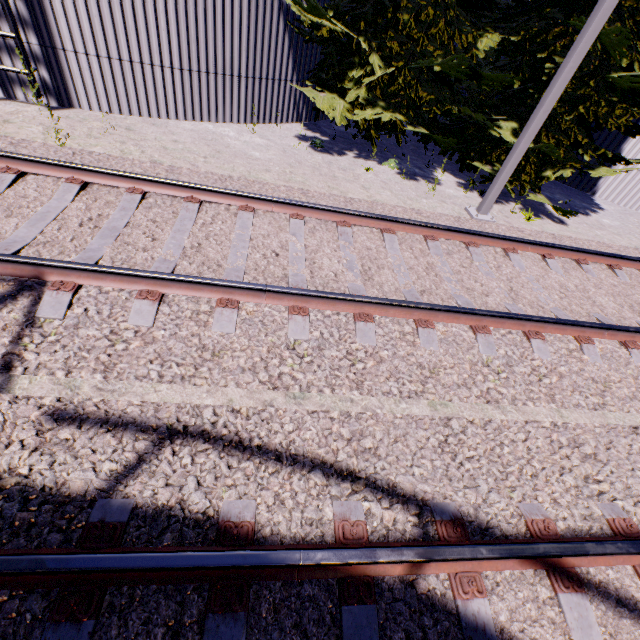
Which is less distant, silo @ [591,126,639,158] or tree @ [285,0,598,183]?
tree @ [285,0,598,183]

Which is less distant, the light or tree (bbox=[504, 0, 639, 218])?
the light

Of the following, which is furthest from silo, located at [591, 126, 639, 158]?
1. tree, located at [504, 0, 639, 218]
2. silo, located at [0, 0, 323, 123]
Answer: silo, located at [0, 0, 323, 123]

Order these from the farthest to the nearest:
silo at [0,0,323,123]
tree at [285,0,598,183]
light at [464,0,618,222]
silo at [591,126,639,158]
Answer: silo at [591,126,639,158], tree at [285,0,598,183], silo at [0,0,323,123], light at [464,0,618,222]

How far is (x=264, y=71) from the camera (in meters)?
7.66

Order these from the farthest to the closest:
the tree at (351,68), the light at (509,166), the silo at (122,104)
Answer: the tree at (351,68), the silo at (122,104), the light at (509,166)

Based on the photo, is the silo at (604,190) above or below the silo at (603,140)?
below

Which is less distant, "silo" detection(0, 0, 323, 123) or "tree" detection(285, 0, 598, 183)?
"silo" detection(0, 0, 323, 123)
